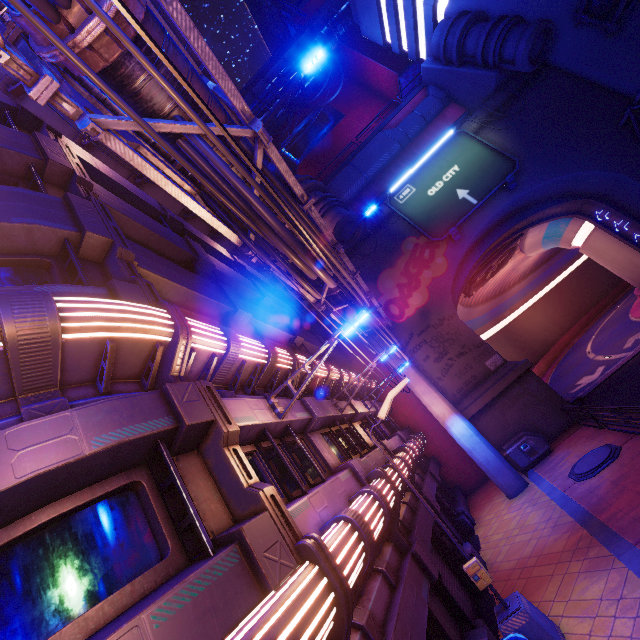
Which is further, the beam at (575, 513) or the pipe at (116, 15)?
the beam at (575, 513)

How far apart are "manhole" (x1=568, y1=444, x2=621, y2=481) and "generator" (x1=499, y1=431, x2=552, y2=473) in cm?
309

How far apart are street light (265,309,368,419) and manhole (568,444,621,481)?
11.0m

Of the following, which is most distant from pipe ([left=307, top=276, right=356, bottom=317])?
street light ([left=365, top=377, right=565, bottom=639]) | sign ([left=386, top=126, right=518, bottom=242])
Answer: sign ([left=386, top=126, right=518, bottom=242])

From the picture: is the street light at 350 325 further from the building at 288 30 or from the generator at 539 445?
the building at 288 30

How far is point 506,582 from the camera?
9.98m

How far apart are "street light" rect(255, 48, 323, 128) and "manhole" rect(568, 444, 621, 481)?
16.8m

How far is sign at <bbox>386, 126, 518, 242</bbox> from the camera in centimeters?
2212cm
